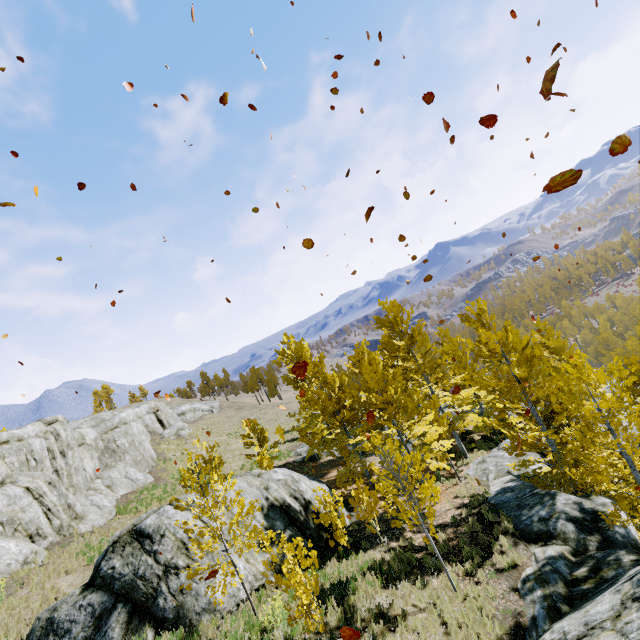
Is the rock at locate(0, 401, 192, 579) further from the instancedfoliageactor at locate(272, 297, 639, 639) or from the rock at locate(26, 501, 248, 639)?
the rock at locate(26, 501, 248, 639)

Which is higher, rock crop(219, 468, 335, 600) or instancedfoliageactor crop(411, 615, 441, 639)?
rock crop(219, 468, 335, 600)

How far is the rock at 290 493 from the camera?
10.5m

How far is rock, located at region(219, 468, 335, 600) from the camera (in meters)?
10.48

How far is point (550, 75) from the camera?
2.5m

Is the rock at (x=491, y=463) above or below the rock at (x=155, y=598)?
below

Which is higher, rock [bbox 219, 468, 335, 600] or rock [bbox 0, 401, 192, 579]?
rock [bbox 0, 401, 192, 579]

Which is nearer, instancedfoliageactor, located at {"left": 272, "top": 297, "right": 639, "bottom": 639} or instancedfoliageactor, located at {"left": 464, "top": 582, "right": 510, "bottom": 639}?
instancedfoliageactor, located at {"left": 464, "top": 582, "right": 510, "bottom": 639}
